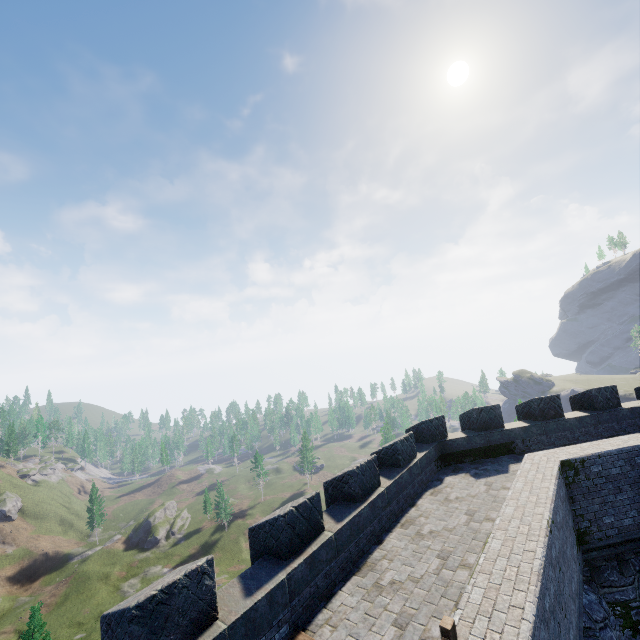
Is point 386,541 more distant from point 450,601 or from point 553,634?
point 553,634
